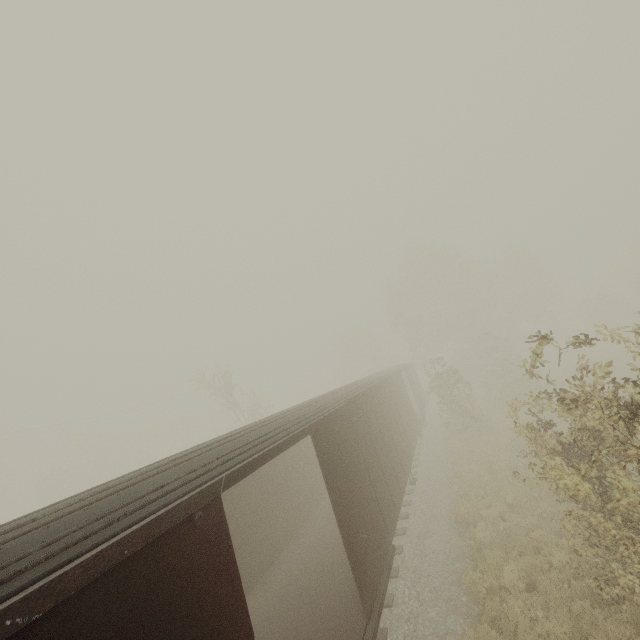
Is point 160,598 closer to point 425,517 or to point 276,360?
point 425,517
